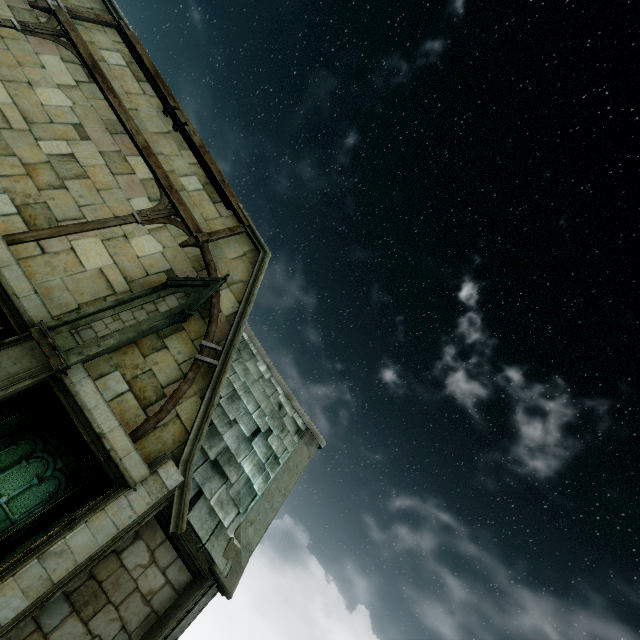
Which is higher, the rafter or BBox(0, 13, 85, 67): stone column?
BBox(0, 13, 85, 67): stone column

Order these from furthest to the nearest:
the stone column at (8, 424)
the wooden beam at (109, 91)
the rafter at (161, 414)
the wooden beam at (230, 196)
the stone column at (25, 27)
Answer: the stone column at (8, 424)
the wooden beam at (230, 196)
the wooden beam at (109, 91)
the stone column at (25, 27)
the rafter at (161, 414)

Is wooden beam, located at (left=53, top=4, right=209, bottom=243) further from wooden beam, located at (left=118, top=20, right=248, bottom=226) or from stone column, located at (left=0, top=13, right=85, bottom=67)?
wooden beam, located at (left=118, top=20, right=248, bottom=226)

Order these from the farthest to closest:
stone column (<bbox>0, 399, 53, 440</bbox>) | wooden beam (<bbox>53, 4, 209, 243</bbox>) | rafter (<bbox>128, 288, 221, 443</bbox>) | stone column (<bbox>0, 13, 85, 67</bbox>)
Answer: stone column (<bbox>0, 399, 53, 440</bbox>) → wooden beam (<bbox>53, 4, 209, 243</bbox>) → stone column (<bbox>0, 13, 85, 67</bbox>) → rafter (<bbox>128, 288, 221, 443</bbox>)

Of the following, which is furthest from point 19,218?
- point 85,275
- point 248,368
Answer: point 248,368

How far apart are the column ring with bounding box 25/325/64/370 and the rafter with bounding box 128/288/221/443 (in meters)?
1.65

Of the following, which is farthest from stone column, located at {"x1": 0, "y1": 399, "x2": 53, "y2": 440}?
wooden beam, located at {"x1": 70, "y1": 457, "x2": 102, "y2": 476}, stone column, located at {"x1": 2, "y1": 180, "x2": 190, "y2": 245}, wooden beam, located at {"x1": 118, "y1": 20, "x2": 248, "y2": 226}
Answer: wooden beam, located at {"x1": 118, "y1": 20, "x2": 248, "y2": 226}

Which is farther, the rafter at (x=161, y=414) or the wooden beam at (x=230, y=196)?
the wooden beam at (x=230, y=196)
